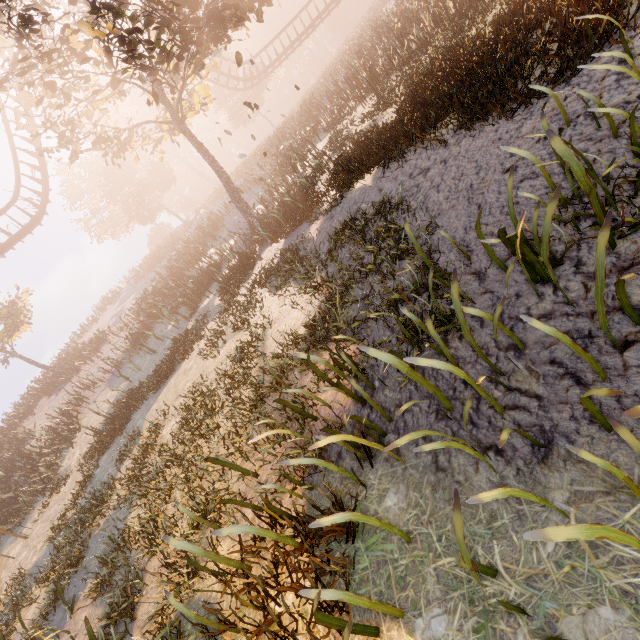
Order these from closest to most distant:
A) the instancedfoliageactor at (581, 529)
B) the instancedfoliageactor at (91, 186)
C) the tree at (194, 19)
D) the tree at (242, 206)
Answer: the instancedfoliageactor at (581, 529), the instancedfoliageactor at (91, 186), the tree at (194, 19), the tree at (242, 206)

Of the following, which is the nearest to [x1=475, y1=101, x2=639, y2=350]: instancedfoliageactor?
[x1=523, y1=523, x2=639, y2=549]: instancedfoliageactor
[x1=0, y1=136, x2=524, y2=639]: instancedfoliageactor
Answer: [x1=523, y1=523, x2=639, y2=549]: instancedfoliageactor

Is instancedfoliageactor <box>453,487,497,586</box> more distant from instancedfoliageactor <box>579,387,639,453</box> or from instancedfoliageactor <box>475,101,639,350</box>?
instancedfoliageactor <box>475,101,639,350</box>

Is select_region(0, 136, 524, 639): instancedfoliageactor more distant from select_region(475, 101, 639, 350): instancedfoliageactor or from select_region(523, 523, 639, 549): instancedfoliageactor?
select_region(475, 101, 639, 350): instancedfoliageactor

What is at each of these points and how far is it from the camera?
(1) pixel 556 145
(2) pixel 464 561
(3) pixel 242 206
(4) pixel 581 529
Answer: (1) instancedfoliageactor, 2.68m
(2) instancedfoliageactor, 1.62m
(3) tree, 15.44m
(4) instancedfoliageactor, 1.40m

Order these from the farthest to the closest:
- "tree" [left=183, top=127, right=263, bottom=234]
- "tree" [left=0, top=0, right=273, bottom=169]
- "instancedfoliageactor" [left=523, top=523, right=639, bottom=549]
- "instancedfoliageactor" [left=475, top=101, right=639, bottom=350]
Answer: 1. "tree" [left=183, top=127, right=263, bottom=234]
2. "tree" [left=0, top=0, right=273, bottom=169]
3. "instancedfoliageactor" [left=475, top=101, right=639, bottom=350]
4. "instancedfoliageactor" [left=523, top=523, right=639, bottom=549]

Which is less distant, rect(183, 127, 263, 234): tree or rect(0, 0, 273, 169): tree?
rect(0, 0, 273, 169): tree

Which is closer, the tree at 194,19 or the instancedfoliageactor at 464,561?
the instancedfoliageactor at 464,561
